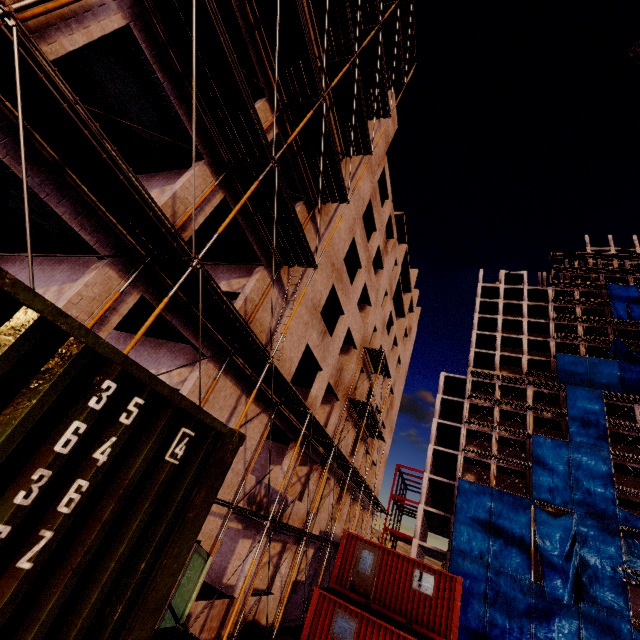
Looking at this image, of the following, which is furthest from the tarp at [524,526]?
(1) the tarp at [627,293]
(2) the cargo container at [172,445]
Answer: (2) the cargo container at [172,445]

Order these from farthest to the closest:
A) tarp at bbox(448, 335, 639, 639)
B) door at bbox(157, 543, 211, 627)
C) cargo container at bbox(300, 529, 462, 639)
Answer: tarp at bbox(448, 335, 639, 639) < cargo container at bbox(300, 529, 462, 639) < door at bbox(157, 543, 211, 627)

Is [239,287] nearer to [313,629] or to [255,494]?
[255,494]

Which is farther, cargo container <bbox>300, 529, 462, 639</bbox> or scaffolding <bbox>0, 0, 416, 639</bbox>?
cargo container <bbox>300, 529, 462, 639</bbox>

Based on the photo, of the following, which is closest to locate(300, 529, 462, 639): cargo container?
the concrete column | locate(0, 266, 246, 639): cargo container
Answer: locate(0, 266, 246, 639): cargo container

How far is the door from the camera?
8.75m

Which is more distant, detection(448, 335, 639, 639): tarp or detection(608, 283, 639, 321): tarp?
detection(608, 283, 639, 321): tarp

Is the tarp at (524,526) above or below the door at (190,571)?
above
